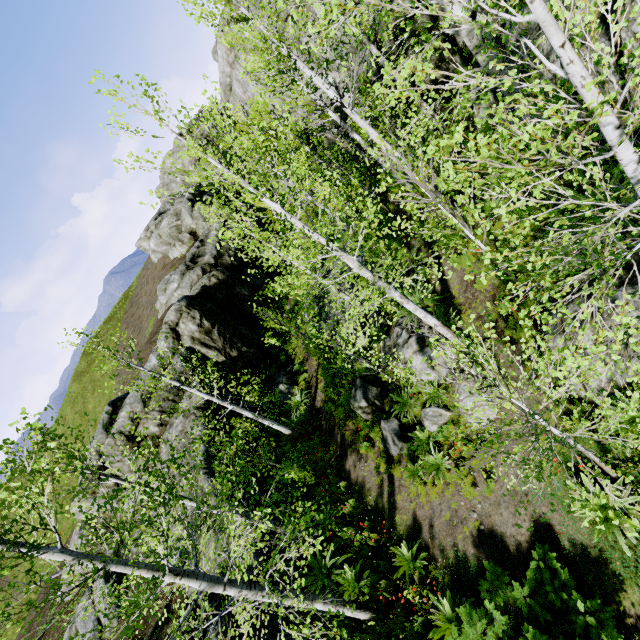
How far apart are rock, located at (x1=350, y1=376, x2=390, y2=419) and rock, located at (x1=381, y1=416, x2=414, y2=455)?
0.4 meters

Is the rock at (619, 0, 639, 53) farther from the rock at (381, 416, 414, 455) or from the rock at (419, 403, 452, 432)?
the rock at (381, 416, 414, 455)

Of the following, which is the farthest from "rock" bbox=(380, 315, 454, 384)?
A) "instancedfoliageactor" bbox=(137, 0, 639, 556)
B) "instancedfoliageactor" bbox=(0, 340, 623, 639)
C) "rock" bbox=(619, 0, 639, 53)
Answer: "instancedfoliageactor" bbox=(0, 340, 623, 639)

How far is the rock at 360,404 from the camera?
11.9 meters

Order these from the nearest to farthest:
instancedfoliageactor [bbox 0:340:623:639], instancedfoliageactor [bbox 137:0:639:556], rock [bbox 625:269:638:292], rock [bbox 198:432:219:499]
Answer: instancedfoliageactor [bbox 137:0:639:556]
instancedfoliageactor [bbox 0:340:623:639]
rock [bbox 625:269:638:292]
rock [bbox 198:432:219:499]

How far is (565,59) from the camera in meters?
2.8

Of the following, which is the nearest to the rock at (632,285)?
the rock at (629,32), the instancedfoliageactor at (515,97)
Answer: the instancedfoliageactor at (515,97)

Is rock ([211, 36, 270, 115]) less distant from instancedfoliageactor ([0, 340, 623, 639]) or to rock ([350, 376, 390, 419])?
instancedfoliageactor ([0, 340, 623, 639])
